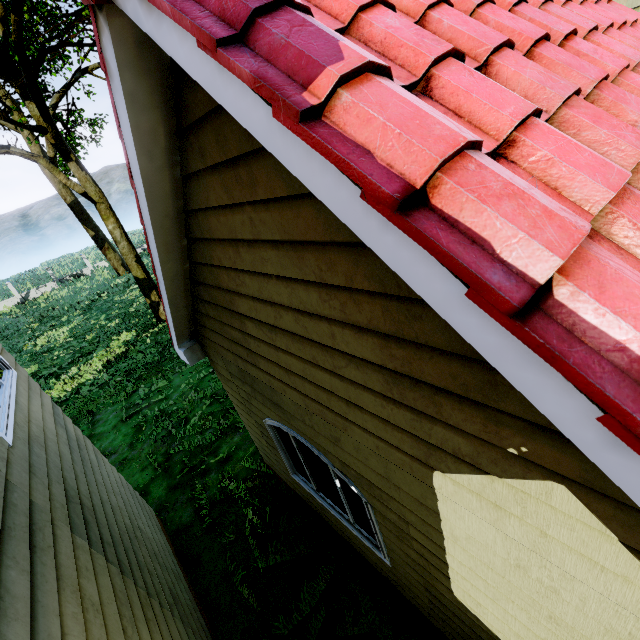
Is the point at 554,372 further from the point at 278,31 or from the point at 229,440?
the point at 229,440
